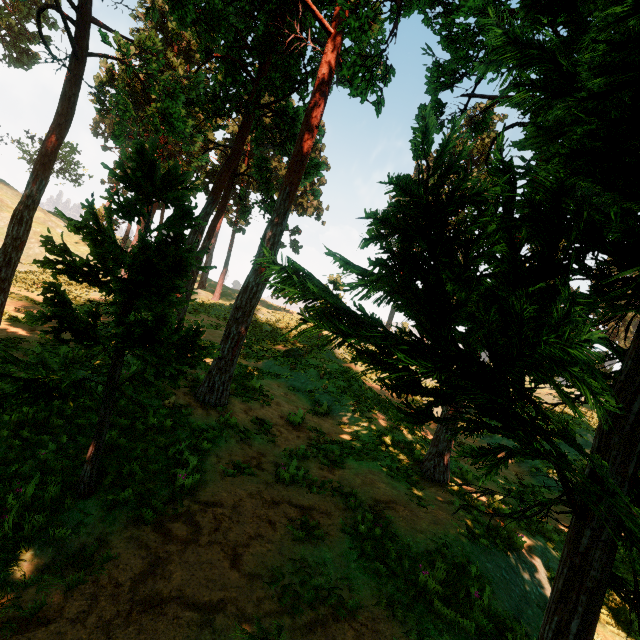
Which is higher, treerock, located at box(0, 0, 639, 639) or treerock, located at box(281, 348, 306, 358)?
treerock, located at box(0, 0, 639, 639)

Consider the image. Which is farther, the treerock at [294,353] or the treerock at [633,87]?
the treerock at [294,353]

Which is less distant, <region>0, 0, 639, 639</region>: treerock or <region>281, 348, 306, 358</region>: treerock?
<region>0, 0, 639, 639</region>: treerock

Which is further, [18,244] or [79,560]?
[18,244]

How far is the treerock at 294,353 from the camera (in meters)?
20.15

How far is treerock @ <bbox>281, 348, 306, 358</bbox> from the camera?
20.15m
